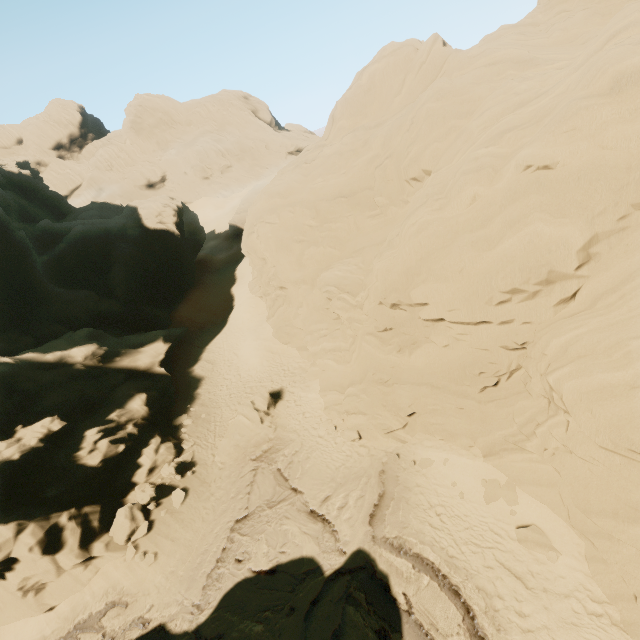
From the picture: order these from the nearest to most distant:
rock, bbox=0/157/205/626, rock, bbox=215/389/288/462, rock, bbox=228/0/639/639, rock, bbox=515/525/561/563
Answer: rock, bbox=228/0/639/639 < rock, bbox=515/525/561/563 < rock, bbox=0/157/205/626 < rock, bbox=215/389/288/462

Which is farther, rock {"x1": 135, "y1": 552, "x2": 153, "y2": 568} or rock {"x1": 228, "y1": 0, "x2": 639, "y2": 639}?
rock {"x1": 135, "y1": 552, "x2": 153, "y2": 568}

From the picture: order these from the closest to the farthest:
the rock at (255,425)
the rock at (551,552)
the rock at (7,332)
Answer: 1. the rock at (551,552)
2. the rock at (7,332)
3. the rock at (255,425)

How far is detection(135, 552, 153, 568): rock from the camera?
14.9m

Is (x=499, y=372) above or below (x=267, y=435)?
above

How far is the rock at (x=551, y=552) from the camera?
10.49m
